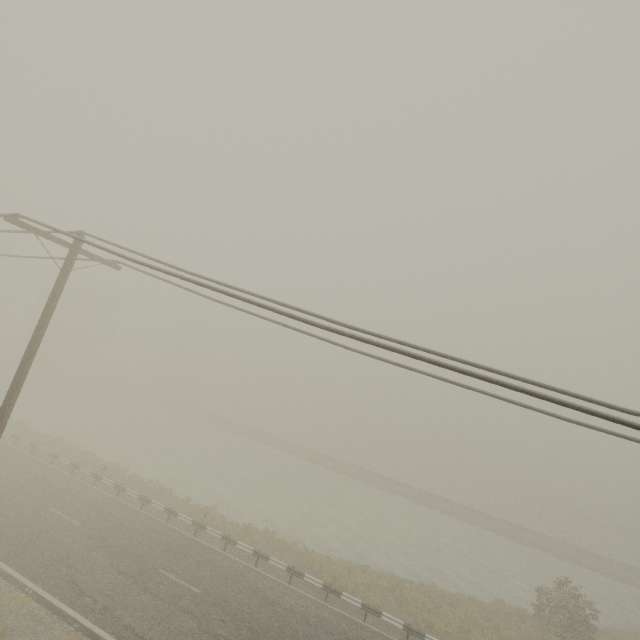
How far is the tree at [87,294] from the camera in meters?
46.1 m

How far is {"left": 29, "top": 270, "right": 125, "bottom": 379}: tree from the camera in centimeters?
4606cm

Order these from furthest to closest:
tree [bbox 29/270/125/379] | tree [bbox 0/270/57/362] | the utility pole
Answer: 1. tree [bbox 29/270/125/379]
2. tree [bbox 0/270/57/362]
3. the utility pole

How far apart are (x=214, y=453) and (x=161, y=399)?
22.7 meters

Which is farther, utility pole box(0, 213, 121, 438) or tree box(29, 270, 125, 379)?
tree box(29, 270, 125, 379)

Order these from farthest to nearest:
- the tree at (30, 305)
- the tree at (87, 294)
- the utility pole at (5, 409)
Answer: the tree at (87, 294), the tree at (30, 305), the utility pole at (5, 409)

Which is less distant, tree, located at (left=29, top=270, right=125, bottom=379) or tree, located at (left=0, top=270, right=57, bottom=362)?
tree, located at (left=0, top=270, right=57, bottom=362)
